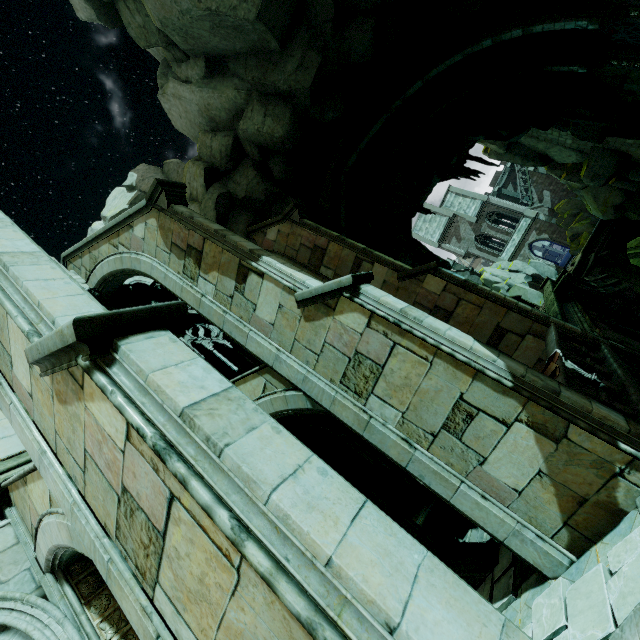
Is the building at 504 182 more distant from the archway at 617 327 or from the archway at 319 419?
the archway at 617 327

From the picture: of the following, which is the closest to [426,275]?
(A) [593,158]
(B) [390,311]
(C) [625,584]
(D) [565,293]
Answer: (B) [390,311]

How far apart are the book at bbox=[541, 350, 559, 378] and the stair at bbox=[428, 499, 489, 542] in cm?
423

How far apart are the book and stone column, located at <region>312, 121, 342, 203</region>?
13.0m

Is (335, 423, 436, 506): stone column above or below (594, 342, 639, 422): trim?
above

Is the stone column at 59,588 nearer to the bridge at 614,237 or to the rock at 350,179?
the rock at 350,179

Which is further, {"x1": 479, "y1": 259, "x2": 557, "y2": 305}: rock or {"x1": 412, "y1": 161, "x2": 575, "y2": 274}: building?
{"x1": 412, "y1": 161, "x2": 575, "y2": 274}: building

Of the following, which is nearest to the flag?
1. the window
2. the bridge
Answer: the window
